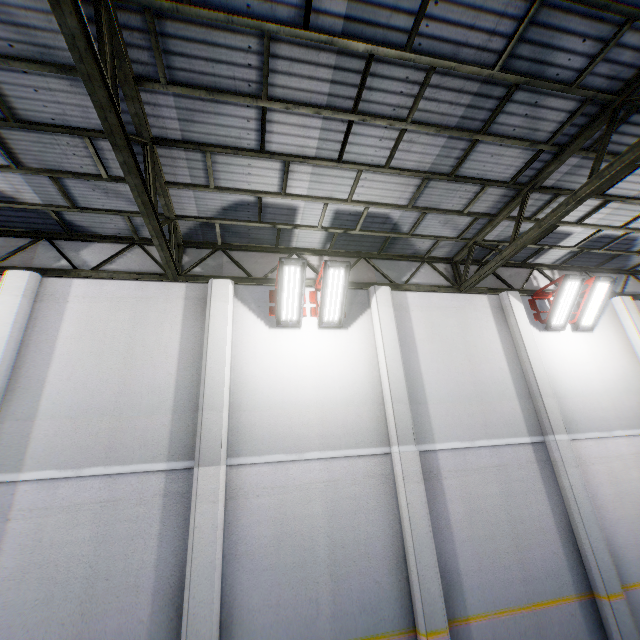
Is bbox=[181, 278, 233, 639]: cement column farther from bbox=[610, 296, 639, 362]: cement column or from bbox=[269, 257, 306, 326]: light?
bbox=[610, 296, 639, 362]: cement column

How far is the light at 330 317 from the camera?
7.2 meters

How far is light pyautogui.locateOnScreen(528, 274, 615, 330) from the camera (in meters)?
8.62

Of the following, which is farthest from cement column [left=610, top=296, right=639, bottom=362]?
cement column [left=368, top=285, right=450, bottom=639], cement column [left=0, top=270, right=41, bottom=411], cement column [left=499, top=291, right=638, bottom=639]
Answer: cement column [left=0, top=270, right=41, bottom=411]

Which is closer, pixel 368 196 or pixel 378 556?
pixel 378 556

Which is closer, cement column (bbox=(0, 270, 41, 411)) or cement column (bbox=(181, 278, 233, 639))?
cement column (bbox=(181, 278, 233, 639))

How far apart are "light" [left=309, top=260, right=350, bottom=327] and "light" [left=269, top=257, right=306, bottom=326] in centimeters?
8cm

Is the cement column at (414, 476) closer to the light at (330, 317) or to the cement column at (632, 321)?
the light at (330, 317)
